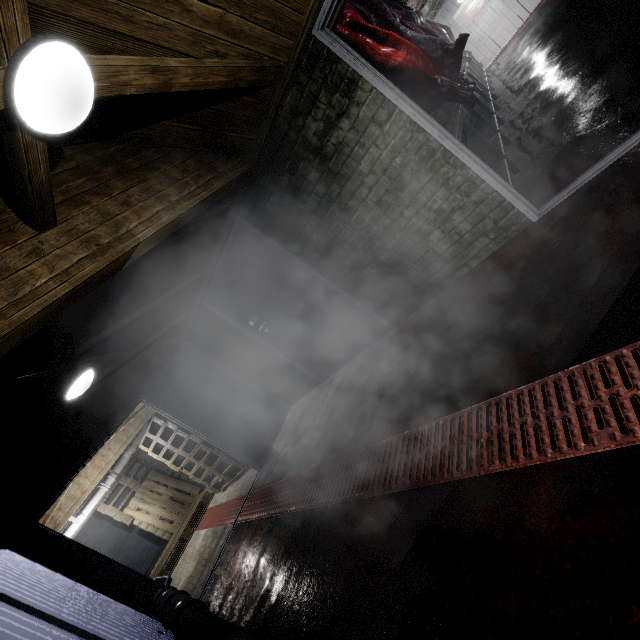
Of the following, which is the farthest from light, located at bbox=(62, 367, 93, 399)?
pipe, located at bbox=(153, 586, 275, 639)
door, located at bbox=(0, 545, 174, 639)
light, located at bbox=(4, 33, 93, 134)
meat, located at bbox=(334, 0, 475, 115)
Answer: meat, located at bbox=(334, 0, 475, 115)

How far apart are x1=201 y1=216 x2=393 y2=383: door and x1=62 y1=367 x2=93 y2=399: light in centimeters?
149cm

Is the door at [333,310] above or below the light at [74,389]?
below

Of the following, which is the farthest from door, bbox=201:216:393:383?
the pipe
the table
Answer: the pipe

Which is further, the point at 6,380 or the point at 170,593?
the point at 6,380

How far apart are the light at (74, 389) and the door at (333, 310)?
1.5m

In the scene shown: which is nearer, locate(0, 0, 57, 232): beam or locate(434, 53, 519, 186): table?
locate(0, 0, 57, 232): beam

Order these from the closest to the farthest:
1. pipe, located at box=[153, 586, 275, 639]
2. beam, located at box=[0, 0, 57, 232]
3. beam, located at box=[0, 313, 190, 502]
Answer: beam, located at box=[0, 0, 57, 232] → pipe, located at box=[153, 586, 275, 639] → beam, located at box=[0, 313, 190, 502]
